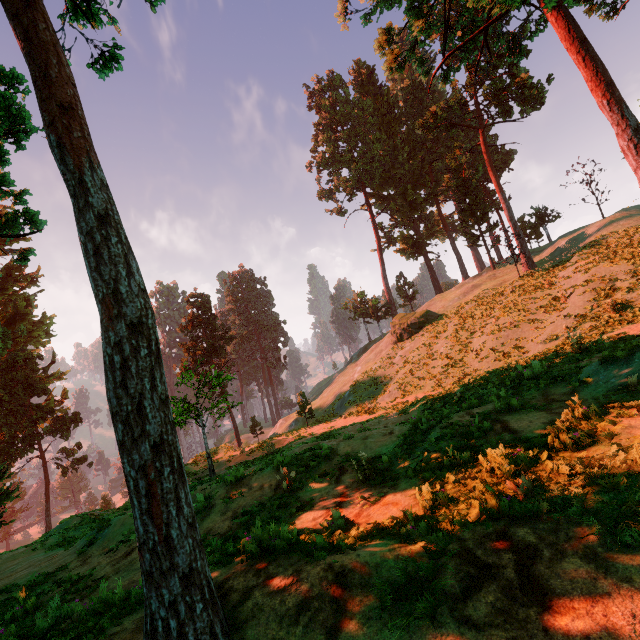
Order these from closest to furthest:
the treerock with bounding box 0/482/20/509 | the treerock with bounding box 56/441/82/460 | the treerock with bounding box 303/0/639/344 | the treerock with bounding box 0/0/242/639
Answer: the treerock with bounding box 0/0/242/639, the treerock with bounding box 303/0/639/344, the treerock with bounding box 0/482/20/509, the treerock with bounding box 56/441/82/460

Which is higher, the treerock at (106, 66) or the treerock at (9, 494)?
the treerock at (106, 66)

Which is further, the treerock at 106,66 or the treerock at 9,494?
the treerock at 9,494

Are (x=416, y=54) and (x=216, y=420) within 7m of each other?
no

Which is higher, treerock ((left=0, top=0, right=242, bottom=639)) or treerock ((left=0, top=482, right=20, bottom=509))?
treerock ((left=0, top=0, right=242, bottom=639))

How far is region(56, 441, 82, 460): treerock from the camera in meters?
38.9

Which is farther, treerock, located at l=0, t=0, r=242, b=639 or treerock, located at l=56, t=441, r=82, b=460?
treerock, located at l=56, t=441, r=82, b=460
